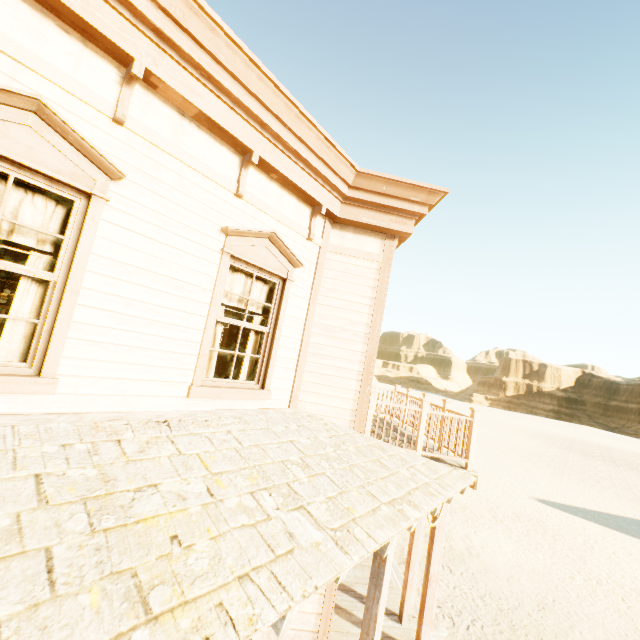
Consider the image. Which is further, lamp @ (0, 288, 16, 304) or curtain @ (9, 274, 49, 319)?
lamp @ (0, 288, 16, 304)

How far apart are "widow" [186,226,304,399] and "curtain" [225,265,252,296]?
0.0 meters

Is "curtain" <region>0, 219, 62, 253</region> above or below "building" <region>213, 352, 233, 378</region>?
above

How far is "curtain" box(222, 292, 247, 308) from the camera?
4.33m

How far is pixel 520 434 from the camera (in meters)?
41.41

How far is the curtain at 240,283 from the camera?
4.36m

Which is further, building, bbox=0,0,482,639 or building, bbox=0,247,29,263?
building, bbox=0,247,29,263

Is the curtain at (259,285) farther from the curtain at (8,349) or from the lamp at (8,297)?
the lamp at (8,297)
